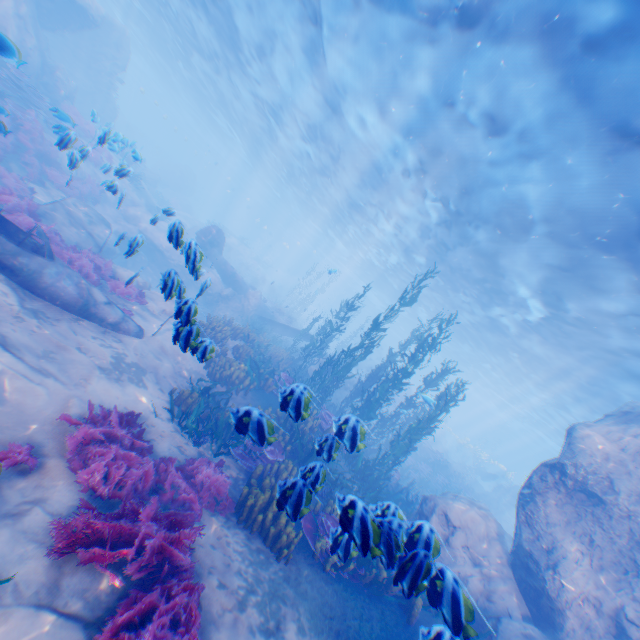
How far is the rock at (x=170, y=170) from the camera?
33.8m

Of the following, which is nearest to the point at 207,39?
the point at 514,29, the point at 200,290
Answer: the point at 514,29

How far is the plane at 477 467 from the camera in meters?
34.9

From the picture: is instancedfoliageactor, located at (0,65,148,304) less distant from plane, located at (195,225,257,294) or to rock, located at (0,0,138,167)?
rock, located at (0,0,138,167)

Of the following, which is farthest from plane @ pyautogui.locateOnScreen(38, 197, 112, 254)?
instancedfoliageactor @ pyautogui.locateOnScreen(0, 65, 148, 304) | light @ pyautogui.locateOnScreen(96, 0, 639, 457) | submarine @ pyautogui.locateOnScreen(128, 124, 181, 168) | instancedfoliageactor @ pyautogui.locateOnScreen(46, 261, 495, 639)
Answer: submarine @ pyautogui.locateOnScreen(128, 124, 181, 168)

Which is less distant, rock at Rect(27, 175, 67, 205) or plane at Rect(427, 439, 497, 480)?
rock at Rect(27, 175, 67, 205)

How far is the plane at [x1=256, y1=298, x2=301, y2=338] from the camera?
22.2 meters

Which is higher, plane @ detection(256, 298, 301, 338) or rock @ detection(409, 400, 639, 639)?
rock @ detection(409, 400, 639, 639)
